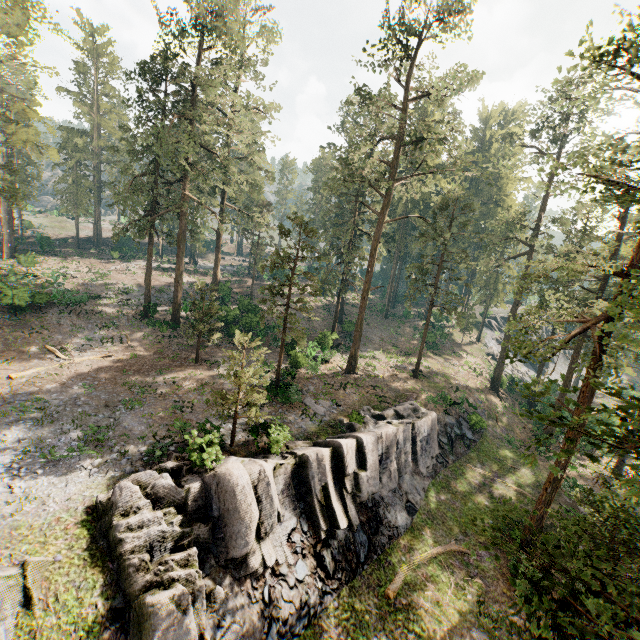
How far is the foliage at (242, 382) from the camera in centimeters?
1705cm

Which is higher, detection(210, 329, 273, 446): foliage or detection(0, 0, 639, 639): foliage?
detection(0, 0, 639, 639): foliage

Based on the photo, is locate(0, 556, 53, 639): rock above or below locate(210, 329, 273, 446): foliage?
below

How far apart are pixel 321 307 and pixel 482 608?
38.3m

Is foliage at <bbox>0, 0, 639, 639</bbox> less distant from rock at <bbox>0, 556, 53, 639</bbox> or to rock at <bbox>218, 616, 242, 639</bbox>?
rock at <bbox>0, 556, 53, 639</bbox>

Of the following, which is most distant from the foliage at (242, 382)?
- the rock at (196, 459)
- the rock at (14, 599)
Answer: the rock at (196, 459)
